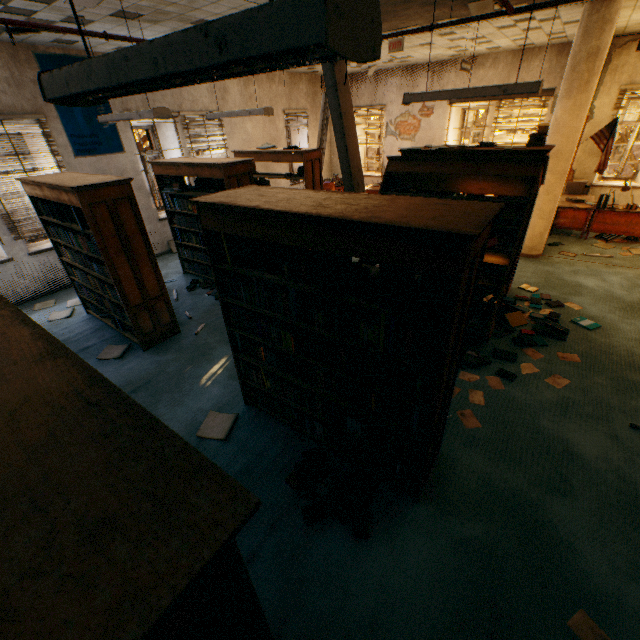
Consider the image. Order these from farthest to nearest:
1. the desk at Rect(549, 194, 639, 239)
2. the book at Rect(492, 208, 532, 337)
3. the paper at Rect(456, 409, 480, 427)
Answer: the desk at Rect(549, 194, 639, 239) → the book at Rect(492, 208, 532, 337) → the paper at Rect(456, 409, 480, 427)

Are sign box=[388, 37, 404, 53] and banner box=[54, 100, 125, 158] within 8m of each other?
yes

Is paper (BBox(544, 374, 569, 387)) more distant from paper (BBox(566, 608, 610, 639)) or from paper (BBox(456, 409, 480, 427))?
paper (BBox(566, 608, 610, 639))

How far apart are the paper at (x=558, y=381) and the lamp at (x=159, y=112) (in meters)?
5.73

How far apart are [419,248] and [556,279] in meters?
5.7 m

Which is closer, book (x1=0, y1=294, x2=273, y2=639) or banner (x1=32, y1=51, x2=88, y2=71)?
book (x1=0, y1=294, x2=273, y2=639)

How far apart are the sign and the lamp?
4.5m

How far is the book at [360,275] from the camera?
1.8m
